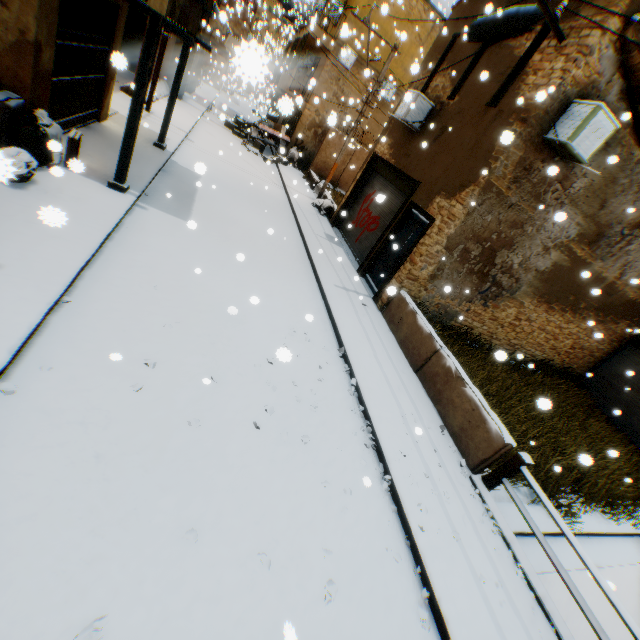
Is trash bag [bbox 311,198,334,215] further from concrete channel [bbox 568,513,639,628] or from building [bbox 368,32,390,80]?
concrete channel [bbox 568,513,639,628]

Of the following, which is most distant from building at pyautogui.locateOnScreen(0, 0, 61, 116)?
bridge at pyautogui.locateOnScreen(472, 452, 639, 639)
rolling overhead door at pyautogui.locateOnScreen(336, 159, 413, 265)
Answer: bridge at pyautogui.locateOnScreen(472, 452, 639, 639)

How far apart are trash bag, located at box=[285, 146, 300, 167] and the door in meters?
12.2 m

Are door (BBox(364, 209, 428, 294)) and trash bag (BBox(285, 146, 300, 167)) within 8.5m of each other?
no

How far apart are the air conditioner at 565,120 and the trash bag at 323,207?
2.23m

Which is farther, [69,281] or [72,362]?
[69,281]

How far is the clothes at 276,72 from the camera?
1.3 meters

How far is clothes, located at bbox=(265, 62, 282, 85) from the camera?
1.3m
